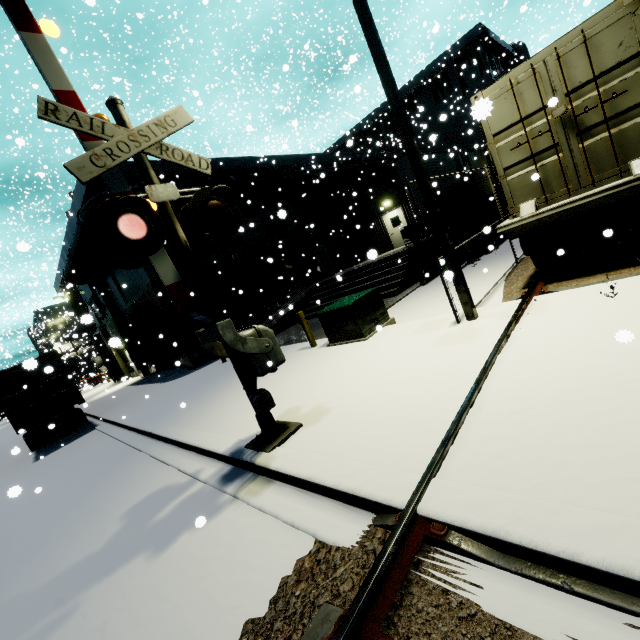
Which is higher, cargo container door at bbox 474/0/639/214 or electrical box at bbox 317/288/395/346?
cargo container door at bbox 474/0/639/214

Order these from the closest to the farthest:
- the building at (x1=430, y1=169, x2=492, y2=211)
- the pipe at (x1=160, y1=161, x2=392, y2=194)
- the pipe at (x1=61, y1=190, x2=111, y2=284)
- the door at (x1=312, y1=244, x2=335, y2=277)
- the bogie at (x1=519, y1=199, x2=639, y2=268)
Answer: the bogie at (x1=519, y1=199, x2=639, y2=268)
the pipe at (x1=61, y1=190, x2=111, y2=284)
the pipe at (x1=160, y1=161, x2=392, y2=194)
the building at (x1=430, y1=169, x2=492, y2=211)
the door at (x1=312, y1=244, x2=335, y2=277)

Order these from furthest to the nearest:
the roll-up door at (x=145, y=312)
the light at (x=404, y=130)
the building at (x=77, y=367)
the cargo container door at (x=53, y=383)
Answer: the building at (x=77, y=367) < the roll-up door at (x=145, y=312) < the cargo container door at (x=53, y=383) < the light at (x=404, y=130)

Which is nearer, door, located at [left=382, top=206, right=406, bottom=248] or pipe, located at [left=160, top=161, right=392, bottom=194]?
pipe, located at [left=160, top=161, right=392, bottom=194]

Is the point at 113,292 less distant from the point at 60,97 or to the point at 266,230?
the point at 266,230

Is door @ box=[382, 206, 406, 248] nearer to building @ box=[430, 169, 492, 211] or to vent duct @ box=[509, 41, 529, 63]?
building @ box=[430, 169, 492, 211]

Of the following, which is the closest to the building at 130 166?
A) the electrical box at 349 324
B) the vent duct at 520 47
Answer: the vent duct at 520 47

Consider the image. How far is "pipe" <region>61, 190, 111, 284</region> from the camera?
14.6m
